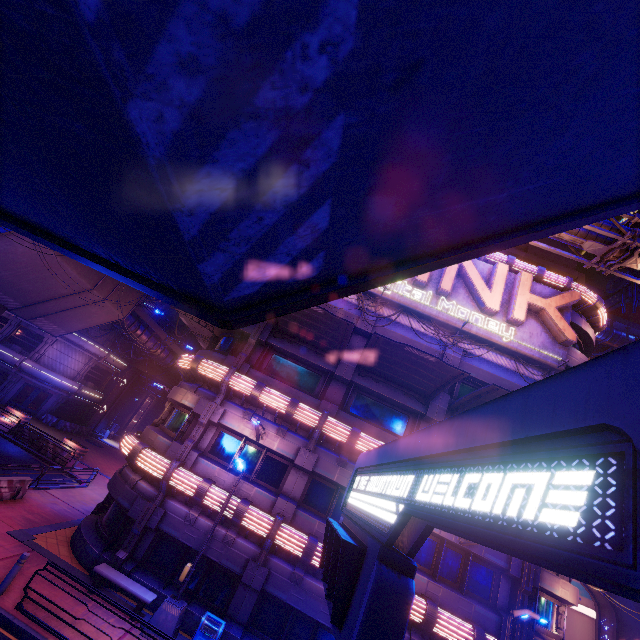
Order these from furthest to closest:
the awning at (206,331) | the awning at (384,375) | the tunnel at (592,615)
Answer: the tunnel at (592,615), the awning at (206,331), the awning at (384,375)

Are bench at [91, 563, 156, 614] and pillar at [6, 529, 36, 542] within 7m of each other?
yes

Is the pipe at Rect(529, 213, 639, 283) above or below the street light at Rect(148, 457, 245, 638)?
above

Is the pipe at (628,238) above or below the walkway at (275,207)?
above

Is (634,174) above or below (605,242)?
below

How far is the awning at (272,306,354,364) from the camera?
13.87m

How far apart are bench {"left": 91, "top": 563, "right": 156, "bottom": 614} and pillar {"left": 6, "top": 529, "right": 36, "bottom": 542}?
3.3 meters

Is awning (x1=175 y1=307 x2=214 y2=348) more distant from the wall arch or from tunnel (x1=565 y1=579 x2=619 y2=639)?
tunnel (x1=565 y1=579 x2=619 y2=639)
